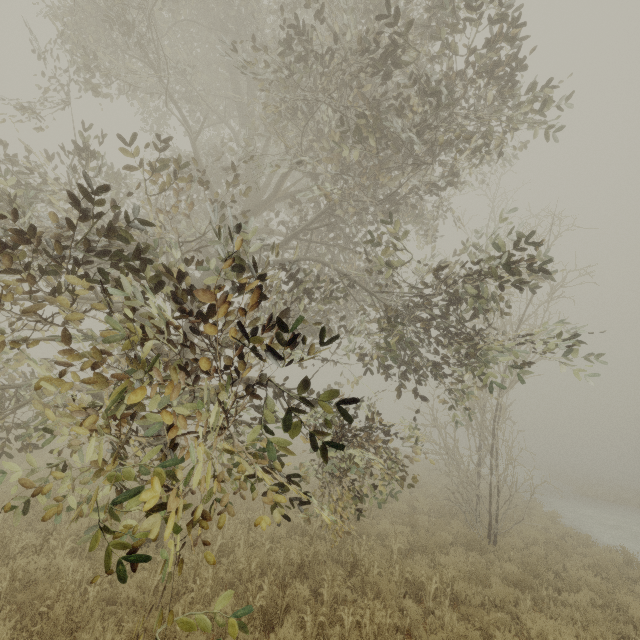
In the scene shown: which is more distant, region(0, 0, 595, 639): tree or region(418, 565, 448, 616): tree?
region(418, 565, 448, 616): tree

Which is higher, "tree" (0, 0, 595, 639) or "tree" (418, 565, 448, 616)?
"tree" (0, 0, 595, 639)

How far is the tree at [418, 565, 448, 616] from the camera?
6.5 meters

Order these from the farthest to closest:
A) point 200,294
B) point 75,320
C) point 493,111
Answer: point 493,111
point 75,320
point 200,294

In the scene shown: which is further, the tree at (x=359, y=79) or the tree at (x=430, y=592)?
the tree at (x=430, y=592)

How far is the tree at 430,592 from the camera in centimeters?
648cm
